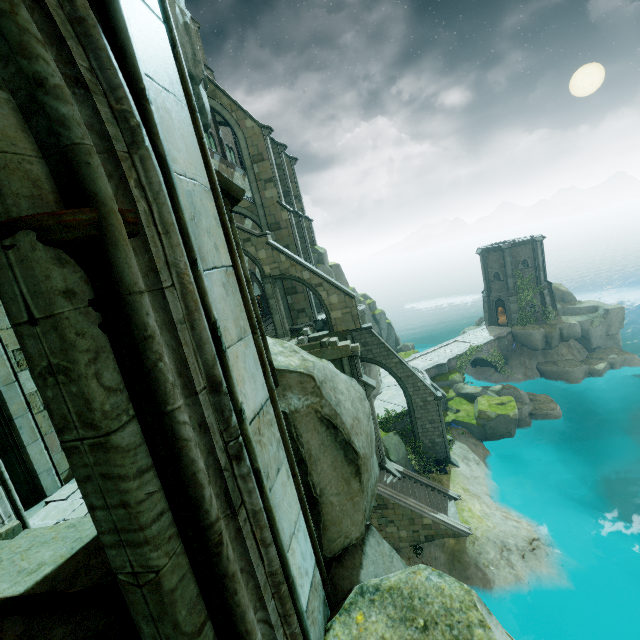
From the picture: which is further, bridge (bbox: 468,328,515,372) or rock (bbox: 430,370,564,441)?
bridge (bbox: 468,328,515,372)

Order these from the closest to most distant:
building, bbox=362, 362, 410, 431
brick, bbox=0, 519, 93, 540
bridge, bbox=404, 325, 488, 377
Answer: brick, bbox=0, 519, 93, 540, building, bbox=362, 362, 410, 431, bridge, bbox=404, 325, 488, 377

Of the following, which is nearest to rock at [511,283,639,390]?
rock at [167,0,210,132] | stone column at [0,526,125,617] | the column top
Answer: rock at [167,0,210,132]

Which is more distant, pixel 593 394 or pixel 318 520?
pixel 593 394

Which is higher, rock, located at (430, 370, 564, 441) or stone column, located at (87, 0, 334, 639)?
stone column, located at (87, 0, 334, 639)

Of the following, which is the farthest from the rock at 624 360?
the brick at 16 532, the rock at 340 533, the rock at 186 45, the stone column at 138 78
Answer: the brick at 16 532

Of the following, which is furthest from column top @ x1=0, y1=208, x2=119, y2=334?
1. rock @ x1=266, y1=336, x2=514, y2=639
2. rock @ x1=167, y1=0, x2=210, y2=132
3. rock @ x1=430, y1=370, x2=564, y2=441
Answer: rock @ x1=430, y1=370, x2=564, y2=441

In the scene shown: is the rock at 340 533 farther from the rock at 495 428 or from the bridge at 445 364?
the bridge at 445 364
